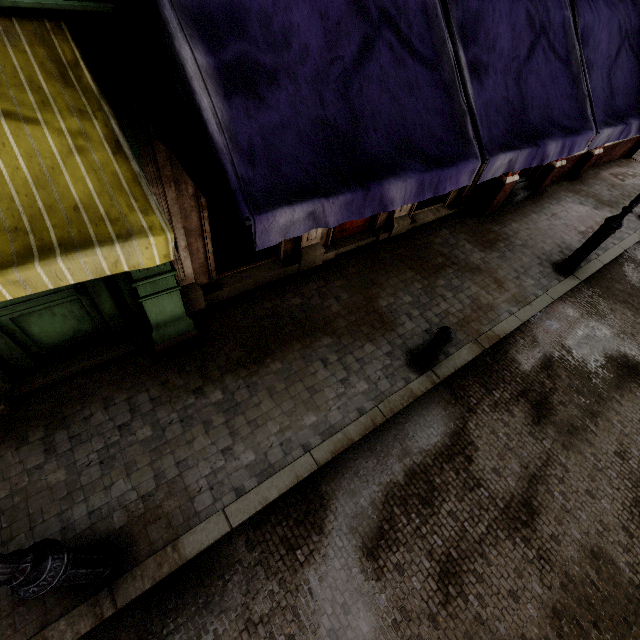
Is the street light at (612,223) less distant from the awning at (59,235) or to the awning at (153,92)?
the awning at (153,92)

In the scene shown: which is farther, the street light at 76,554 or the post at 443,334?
the post at 443,334

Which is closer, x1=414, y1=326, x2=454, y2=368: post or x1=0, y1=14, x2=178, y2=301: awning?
x1=0, y1=14, x2=178, y2=301: awning

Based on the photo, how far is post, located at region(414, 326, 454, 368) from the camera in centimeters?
482cm

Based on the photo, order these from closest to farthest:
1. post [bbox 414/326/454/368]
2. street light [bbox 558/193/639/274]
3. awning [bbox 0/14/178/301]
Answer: awning [bbox 0/14/178/301], post [bbox 414/326/454/368], street light [bbox 558/193/639/274]

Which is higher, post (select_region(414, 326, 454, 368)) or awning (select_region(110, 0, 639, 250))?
awning (select_region(110, 0, 639, 250))

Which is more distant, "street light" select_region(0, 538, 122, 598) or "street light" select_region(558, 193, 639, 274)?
"street light" select_region(558, 193, 639, 274)

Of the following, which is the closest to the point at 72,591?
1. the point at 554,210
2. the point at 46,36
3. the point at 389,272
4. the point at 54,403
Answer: the point at 54,403
